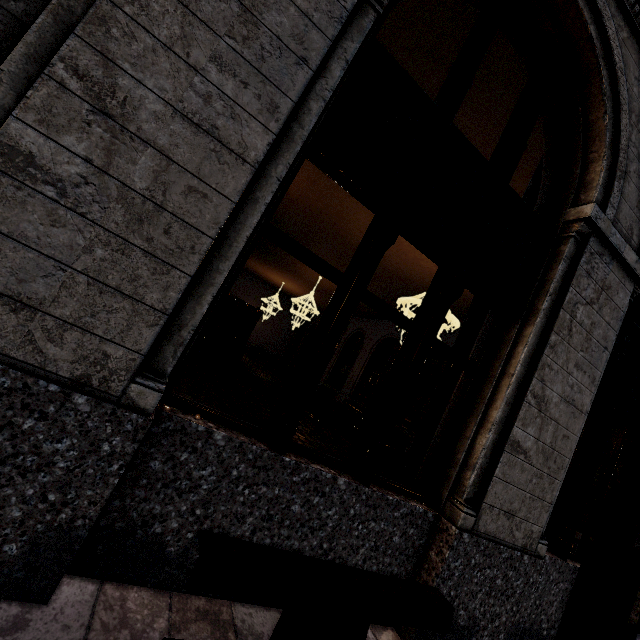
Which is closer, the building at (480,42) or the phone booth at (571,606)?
the building at (480,42)

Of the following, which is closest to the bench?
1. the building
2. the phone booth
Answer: the building

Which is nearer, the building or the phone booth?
the building

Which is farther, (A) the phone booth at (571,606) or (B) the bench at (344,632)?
(A) the phone booth at (571,606)

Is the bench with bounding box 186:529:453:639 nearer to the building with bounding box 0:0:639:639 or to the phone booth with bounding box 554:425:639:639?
the building with bounding box 0:0:639:639

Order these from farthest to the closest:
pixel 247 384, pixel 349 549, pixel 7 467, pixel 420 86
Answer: pixel 247 384 → pixel 420 86 → pixel 349 549 → pixel 7 467

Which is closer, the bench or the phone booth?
the bench
